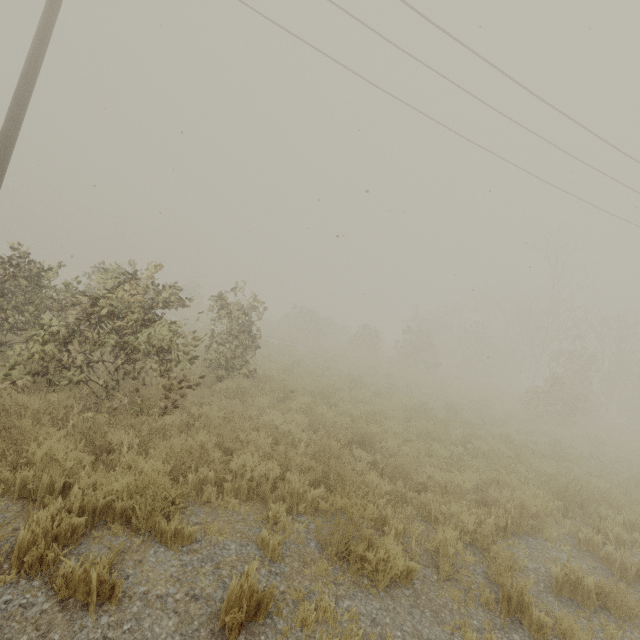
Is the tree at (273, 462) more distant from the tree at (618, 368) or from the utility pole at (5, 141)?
the utility pole at (5, 141)

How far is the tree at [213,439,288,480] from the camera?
4.89m

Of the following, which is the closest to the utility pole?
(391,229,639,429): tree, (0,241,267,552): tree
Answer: (0,241,267,552): tree

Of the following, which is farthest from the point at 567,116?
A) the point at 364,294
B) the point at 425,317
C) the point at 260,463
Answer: the point at 425,317

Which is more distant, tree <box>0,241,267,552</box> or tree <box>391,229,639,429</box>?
tree <box>391,229,639,429</box>

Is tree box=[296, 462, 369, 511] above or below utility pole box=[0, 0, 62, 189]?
below

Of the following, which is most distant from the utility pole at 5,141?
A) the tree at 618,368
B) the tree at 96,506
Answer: Result: the tree at 618,368
